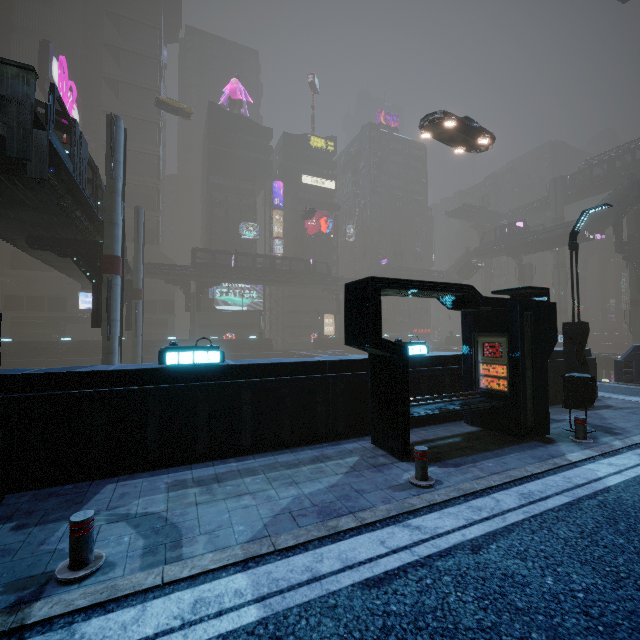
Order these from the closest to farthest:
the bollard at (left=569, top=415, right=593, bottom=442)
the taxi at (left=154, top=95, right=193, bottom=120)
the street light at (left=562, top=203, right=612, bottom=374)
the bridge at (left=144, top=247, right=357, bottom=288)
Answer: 1. the bollard at (left=569, top=415, right=593, bottom=442)
2. the street light at (left=562, top=203, right=612, bottom=374)
3. the taxi at (left=154, top=95, right=193, bottom=120)
4. the bridge at (left=144, top=247, right=357, bottom=288)

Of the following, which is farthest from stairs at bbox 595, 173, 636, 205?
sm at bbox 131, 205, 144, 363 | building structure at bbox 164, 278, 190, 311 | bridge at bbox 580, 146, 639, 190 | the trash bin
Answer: building structure at bbox 164, 278, 190, 311

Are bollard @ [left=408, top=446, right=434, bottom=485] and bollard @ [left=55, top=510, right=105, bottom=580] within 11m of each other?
yes

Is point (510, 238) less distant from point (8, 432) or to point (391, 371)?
point (391, 371)

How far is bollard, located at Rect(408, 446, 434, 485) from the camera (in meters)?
5.59

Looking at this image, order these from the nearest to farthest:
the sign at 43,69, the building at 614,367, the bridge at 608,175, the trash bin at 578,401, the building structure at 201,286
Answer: the trash bin at 578,401, the building at 614,367, the sign at 43,69, the building structure at 201,286, the bridge at 608,175

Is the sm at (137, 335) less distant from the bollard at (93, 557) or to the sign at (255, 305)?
the sign at (255, 305)

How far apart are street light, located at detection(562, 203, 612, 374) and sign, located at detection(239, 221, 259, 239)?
53.08m
